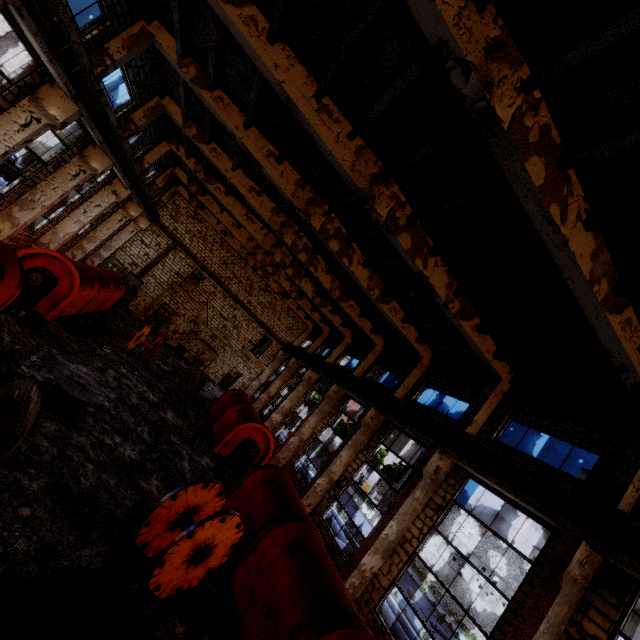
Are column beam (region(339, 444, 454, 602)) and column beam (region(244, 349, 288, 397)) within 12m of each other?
no

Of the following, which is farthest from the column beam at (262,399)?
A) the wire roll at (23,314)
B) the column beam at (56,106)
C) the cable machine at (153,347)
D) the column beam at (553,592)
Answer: the column beam at (553,592)

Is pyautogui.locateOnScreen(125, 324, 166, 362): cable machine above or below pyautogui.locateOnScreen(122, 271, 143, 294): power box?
below

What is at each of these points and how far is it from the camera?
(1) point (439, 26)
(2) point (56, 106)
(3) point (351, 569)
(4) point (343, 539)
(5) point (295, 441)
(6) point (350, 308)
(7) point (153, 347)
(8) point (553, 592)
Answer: (1) column beam, 4.92m
(2) column beam, 10.31m
(3) column beam, 10.36m
(4) pipe, 16.25m
(5) column beam, 18.89m
(6) column beam, 19.58m
(7) cable machine, 17.69m
(8) column beam, 6.86m

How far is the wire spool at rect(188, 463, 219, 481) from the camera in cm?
962

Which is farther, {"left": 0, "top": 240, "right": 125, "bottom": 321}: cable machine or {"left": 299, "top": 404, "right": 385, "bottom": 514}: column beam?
{"left": 299, "top": 404, "right": 385, "bottom": 514}: column beam

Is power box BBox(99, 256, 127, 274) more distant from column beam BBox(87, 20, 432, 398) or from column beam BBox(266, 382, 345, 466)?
column beam BBox(266, 382, 345, 466)

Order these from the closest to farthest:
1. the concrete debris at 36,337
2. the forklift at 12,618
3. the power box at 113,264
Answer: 1. the forklift at 12,618
2. the concrete debris at 36,337
3. the power box at 113,264
